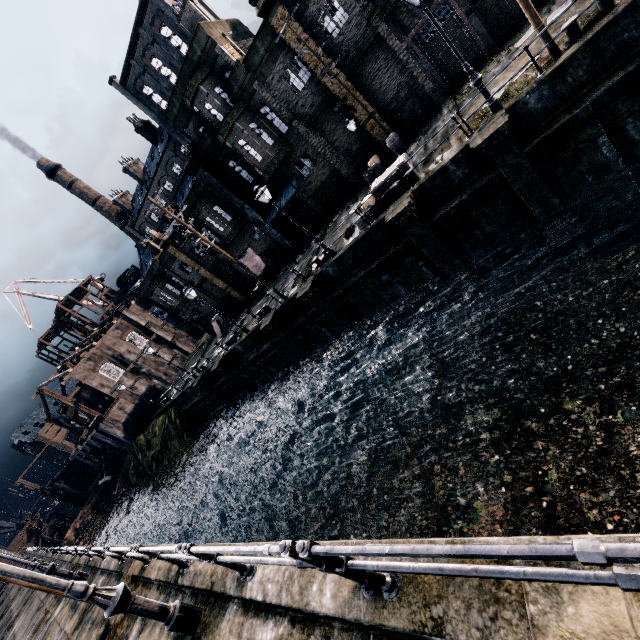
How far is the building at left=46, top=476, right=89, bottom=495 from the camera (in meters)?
57.43

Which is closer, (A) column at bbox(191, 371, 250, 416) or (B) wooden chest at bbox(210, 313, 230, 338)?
(A) column at bbox(191, 371, 250, 416)

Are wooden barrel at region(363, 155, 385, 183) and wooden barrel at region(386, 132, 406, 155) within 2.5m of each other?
yes

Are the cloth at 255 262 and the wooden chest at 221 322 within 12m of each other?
yes

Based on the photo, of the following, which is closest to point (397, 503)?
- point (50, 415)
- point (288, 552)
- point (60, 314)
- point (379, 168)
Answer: point (288, 552)

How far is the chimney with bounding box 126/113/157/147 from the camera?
57.4 meters

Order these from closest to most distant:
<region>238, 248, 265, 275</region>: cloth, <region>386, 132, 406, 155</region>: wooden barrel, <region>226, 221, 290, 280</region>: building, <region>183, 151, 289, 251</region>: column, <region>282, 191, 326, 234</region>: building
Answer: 1. <region>386, 132, 406, 155</region>: wooden barrel
2. <region>183, 151, 289, 251</region>: column
3. <region>282, 191, 326, 234</region>: building
4. <region>226, 221, 290, 280</region>: building
5. <region>238, 248, 265, 275</region>: cloth

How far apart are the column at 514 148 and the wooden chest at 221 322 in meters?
30.1 m
